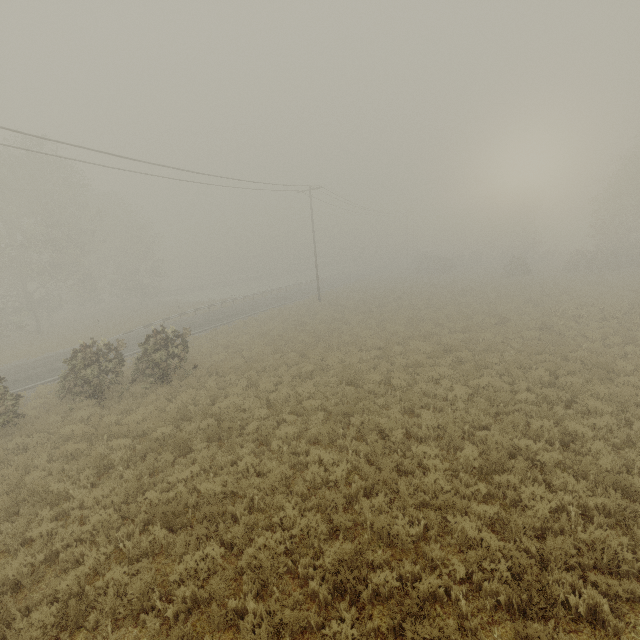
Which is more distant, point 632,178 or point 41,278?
point 632,178
